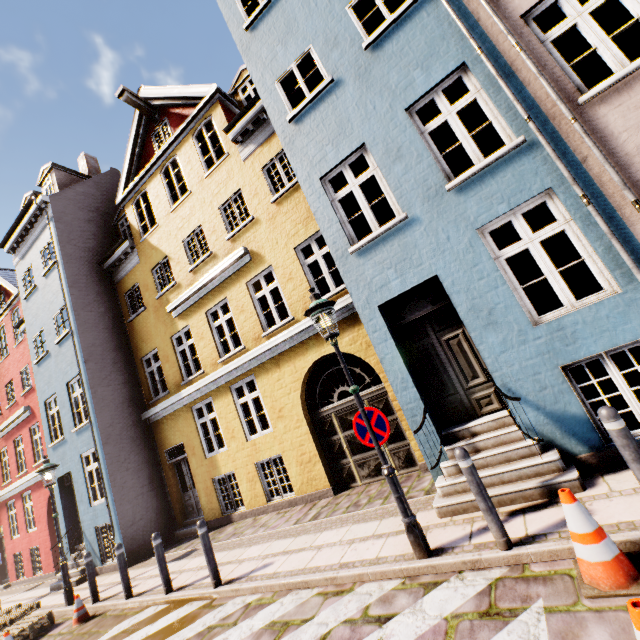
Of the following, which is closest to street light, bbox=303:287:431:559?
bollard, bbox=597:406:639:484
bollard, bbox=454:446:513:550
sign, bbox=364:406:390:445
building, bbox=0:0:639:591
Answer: sign, bbox=364:406:390:445

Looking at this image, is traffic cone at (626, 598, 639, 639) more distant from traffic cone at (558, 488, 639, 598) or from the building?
the building

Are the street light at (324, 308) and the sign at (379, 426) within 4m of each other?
yes

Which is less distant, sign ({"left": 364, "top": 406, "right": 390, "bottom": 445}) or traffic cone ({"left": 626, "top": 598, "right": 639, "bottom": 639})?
traffic cone ({"left": 626, "top": 598, "right": 639, "bottom": 639})

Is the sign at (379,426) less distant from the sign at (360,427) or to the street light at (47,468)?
the sign at (360,427)

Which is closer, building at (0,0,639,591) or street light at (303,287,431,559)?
street light at (303,287,431,559)

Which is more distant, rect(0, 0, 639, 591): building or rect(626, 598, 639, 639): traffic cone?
rect(0, 0, 639, 591): building

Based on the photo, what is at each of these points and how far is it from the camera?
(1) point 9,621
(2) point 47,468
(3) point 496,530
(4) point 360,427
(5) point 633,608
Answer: (1) pallet, 8.0 meters
(2) street light, 9.1 meters
(3) bollard, 3.6 meters
(4) sign, 4.5 meters
(5) traffic cone, 1.7 meters
